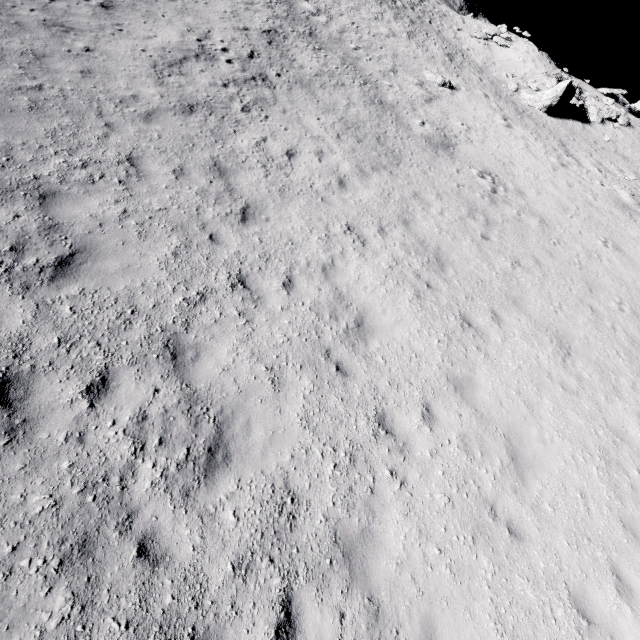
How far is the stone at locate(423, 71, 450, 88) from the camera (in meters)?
21.89

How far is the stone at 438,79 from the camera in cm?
2189

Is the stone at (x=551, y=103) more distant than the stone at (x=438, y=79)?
Yes

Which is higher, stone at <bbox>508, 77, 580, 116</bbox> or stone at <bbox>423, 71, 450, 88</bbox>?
stone at <bbox>508, 77, 580, 116</bbox>

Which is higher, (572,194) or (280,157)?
(572,194)

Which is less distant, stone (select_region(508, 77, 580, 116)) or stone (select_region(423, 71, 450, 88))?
stone (select_region(423, 71, 450, 88))

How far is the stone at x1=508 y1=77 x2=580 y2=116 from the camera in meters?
24.5 m
